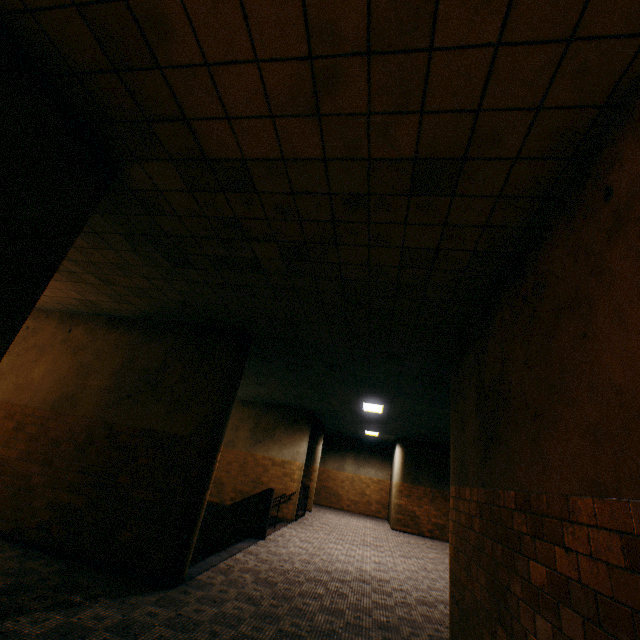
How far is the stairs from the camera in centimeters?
628cm

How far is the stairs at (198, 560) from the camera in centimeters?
628cm

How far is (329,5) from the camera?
1.6m
